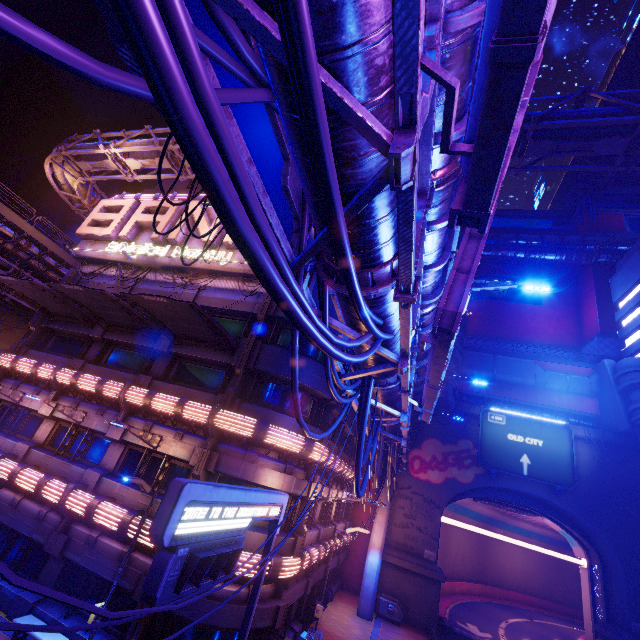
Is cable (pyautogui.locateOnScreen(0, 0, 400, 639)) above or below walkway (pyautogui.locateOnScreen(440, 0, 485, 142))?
below

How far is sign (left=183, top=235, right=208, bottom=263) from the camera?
18.6m

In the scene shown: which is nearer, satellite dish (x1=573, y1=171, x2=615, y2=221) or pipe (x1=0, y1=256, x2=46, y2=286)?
pipe (x1=0, y1=256, x2=46, y2=286)

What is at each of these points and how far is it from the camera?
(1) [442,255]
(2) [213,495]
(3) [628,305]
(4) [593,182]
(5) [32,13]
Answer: (1) walkway, 8.3m
(2) sign, 5.7m
(3) building, 36.4m
(4) satellite dish, 48.3m
(5) building, 52.2m

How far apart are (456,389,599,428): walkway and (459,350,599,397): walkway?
1.47m

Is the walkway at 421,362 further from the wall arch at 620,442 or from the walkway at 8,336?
the walkway at 8,336

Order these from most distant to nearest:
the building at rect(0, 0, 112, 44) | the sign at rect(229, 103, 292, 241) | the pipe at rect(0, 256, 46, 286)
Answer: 1. the building at rect(0, 0, 112, 44)
2. the pipe at rect(0, 256, 46, 286)
3. the sign at rect(229, 103, 292, 241)

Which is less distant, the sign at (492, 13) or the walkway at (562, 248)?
the sign at (492, 13)
